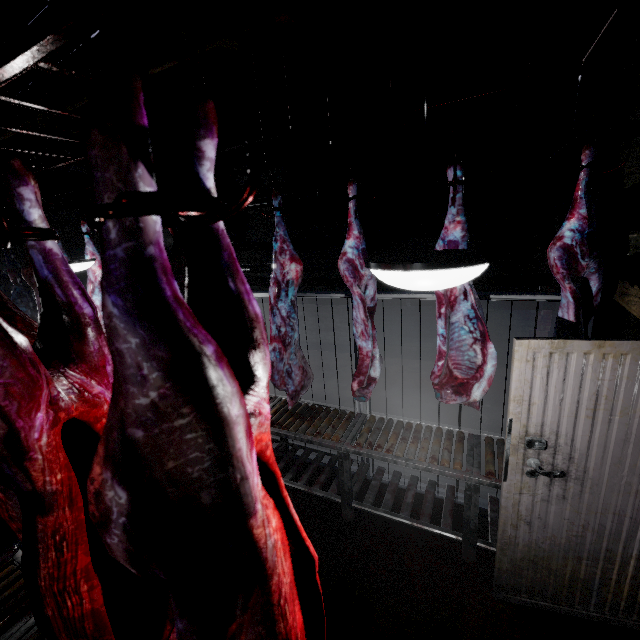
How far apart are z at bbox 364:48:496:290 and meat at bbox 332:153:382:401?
1.2m

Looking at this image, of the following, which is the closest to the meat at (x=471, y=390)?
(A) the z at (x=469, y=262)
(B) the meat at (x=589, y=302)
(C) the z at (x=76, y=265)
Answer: (B) the meat at (x=589, y=302)

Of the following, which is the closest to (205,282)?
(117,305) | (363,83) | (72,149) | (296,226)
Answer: (117,305)

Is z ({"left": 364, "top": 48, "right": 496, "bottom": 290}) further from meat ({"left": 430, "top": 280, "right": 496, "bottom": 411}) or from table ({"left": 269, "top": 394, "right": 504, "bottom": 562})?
table ({"left": 269, "top": 394, "right": 504, "bottom": 562})

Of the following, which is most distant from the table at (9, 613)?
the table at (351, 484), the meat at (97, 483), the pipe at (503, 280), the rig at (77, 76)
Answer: the pipe at (503, 280)

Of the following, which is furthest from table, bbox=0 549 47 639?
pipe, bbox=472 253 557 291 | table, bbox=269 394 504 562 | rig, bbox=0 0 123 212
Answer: pipe, bbox=472 253 557 291

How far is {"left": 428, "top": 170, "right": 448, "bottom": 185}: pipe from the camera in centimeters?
494cm
